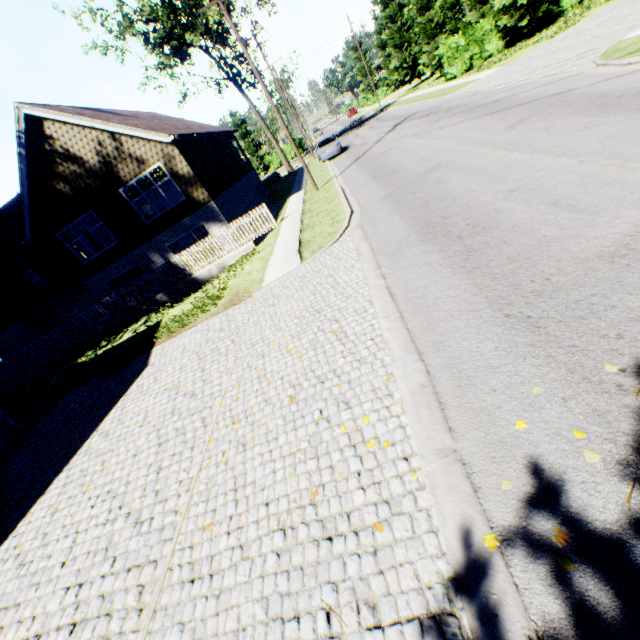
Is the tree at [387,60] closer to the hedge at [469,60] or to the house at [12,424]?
the hedge at [469,60]

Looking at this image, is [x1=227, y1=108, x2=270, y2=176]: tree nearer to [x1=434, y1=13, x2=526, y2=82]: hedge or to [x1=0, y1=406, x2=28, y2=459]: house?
[x1=434, y1=13, x2=526, y2=82]: hedge

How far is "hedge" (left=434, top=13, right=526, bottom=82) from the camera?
25.8 meters

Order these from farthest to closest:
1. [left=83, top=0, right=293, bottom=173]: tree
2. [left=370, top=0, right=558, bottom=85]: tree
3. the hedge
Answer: [left=83, top=0, right=293, bottom=173]: tree < the hedge < [left=370, top=0, right=558, bottom=85]: tree

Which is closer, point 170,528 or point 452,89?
point 170,528

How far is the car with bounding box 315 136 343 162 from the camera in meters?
26.3 m

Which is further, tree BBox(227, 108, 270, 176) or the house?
tree BBox(227, 108, 270, 176)

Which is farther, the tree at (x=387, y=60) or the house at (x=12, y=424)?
the tree at (x=387, y=60)
